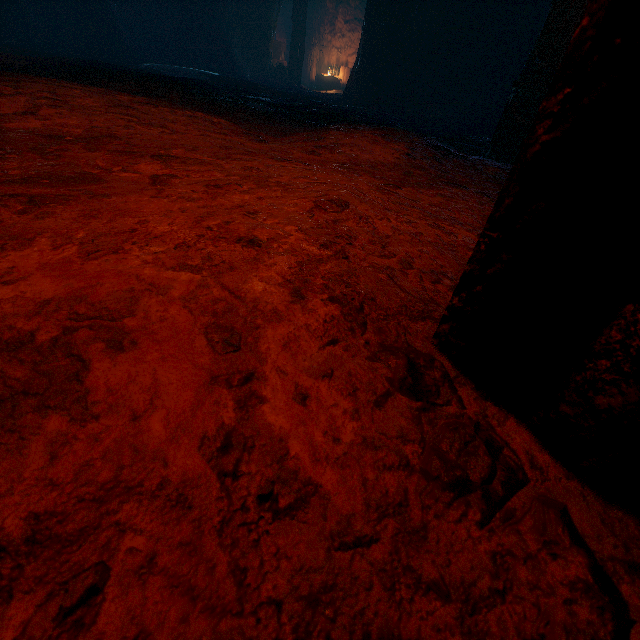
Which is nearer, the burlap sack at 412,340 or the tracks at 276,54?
the burlap sack at 412,340

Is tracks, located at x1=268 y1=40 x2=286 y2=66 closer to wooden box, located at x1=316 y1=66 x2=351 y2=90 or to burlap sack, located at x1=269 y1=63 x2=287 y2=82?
wooden box, located at x1=316 y1=66 x2=351 y2=90

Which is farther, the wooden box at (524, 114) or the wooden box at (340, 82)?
the wooden box at (340, 82)

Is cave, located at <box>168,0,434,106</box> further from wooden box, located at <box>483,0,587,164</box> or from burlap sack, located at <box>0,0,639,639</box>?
wooden box, located at <box>483,0,587,164</box>

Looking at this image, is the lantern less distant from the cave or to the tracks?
the cave

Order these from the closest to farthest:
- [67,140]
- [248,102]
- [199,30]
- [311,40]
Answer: [67,140] → [248,102] → [199,30] → [311,40]

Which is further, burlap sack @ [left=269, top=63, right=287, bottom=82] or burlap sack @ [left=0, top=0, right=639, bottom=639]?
burlap sack @ [left=269, top=63, right=287, bottom=82]

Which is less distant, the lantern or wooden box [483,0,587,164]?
the lantern
